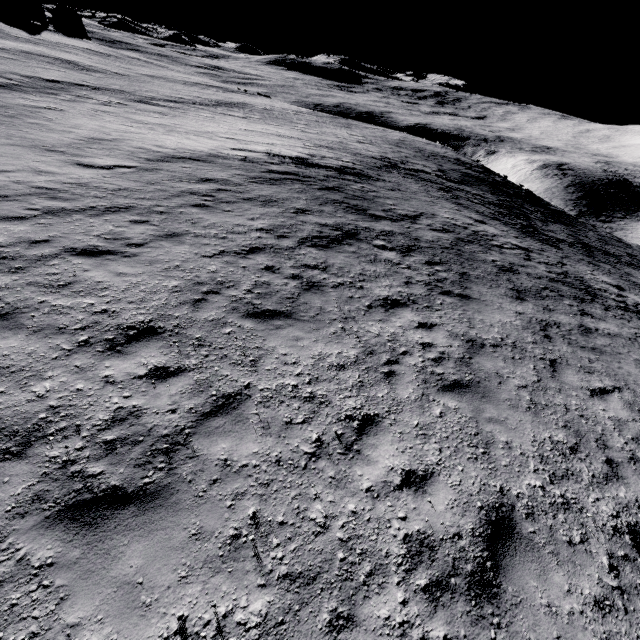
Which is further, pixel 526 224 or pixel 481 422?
pixel 526 224
